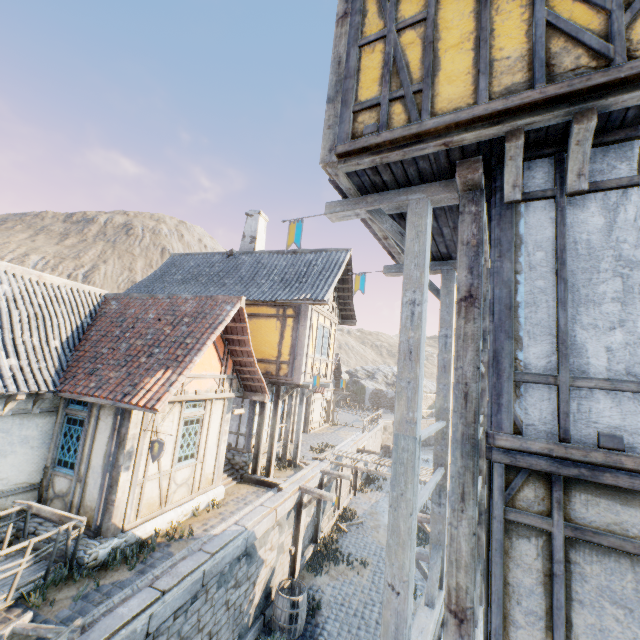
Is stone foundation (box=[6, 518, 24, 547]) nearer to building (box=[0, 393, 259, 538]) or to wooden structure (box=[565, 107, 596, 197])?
building (box=[0, 393, 259, 538])

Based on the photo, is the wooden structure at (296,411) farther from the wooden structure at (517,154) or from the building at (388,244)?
the building at (388,244)

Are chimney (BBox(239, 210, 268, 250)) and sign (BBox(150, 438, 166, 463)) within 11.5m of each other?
yes

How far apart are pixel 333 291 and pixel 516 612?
12.91m

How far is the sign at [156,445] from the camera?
7.39m

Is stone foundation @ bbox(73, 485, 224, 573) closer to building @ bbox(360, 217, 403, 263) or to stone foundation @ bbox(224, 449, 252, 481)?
stone foundation @ bbox(224, 449, 252, 481)

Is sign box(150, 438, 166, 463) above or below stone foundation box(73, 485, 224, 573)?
above

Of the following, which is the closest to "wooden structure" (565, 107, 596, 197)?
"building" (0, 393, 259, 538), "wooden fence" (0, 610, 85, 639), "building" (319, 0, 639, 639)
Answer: "building" (319, 0, 639, 639)
